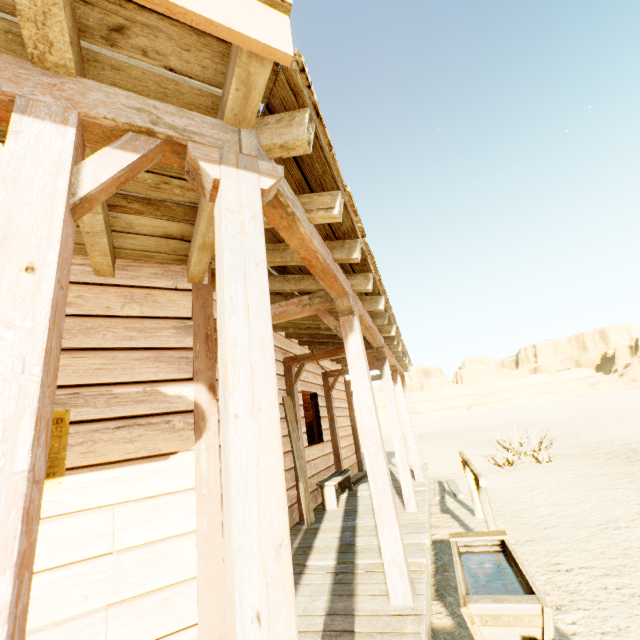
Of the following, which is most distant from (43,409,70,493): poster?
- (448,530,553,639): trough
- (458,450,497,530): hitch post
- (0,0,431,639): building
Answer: (458,450,497,530): hitch post

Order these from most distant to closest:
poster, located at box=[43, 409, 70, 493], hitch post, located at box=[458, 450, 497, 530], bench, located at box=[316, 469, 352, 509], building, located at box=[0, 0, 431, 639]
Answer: bench, located at box=[316, 469, 352, 509], hitch post, located at box=[458, 450, 497, 530], poster, located at box=[43, 409, 70, 493], building, located at box=[0, 0, 431, 639]

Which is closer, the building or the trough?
the building

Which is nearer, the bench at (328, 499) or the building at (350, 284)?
the building at (350, 284)

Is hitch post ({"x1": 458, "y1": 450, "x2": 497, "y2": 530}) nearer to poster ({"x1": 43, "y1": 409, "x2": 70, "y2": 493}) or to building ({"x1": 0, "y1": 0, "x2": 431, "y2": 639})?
building ({"x1": 0, "y1": 0, "x2": 431, "y2": 639})

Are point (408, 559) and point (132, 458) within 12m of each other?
yes

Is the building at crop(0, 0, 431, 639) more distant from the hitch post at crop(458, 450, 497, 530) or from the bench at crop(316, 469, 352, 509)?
the hitch post at crop(458, 450, 497, 530)

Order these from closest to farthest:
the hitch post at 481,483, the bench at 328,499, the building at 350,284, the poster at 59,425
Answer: the building at 350,284
the poster at 59,425
the hitch post at 481,483
the bench at 328,499
